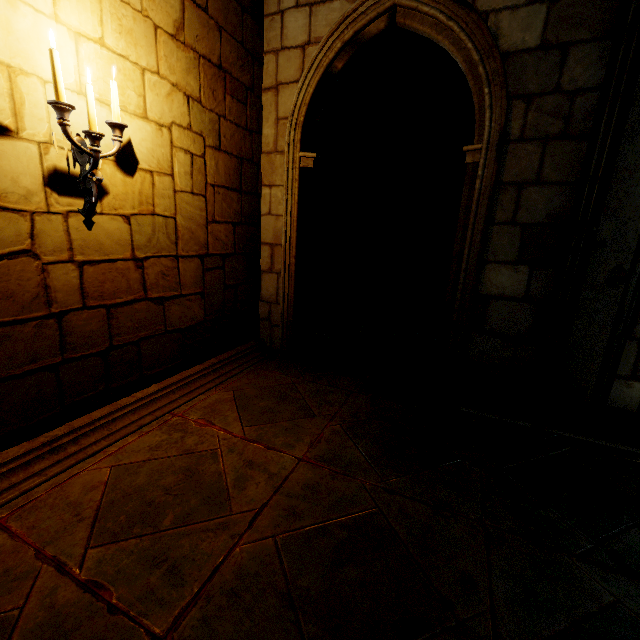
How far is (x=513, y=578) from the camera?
1.6 meters

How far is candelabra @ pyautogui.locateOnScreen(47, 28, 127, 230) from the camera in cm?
184

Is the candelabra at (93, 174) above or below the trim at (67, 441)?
above

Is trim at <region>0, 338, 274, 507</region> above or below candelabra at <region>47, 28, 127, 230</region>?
below

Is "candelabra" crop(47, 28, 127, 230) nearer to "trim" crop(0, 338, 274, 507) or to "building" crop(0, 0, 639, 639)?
"building" crop(0, 0, 639, 639)

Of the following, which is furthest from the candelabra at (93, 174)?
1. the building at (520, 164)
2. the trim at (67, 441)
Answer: the trim at (67, 441)

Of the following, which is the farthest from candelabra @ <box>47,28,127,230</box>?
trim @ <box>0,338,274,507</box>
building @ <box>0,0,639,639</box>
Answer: trim @ <box>0,338,274,507</box>
